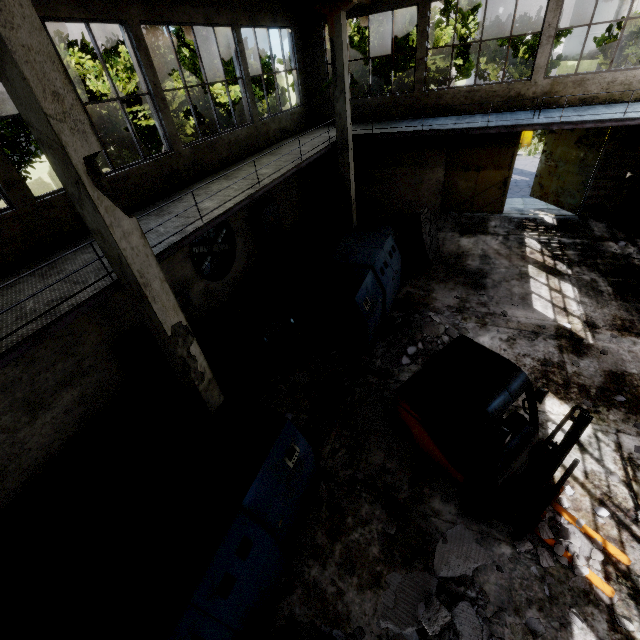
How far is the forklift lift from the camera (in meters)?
4.33

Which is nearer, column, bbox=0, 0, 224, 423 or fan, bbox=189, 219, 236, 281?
column, bbox=0, 0, 224, 423

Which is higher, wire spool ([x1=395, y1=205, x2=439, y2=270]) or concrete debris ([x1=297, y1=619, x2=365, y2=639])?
wire spool ([x1=395, y1=205, x2=439, y2=270])

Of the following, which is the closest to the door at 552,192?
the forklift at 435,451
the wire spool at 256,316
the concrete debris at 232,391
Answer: the forklift at 435,451

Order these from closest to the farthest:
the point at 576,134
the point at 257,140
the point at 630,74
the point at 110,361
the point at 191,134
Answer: the point at 110,361 < the point at 630,74 < the point at 257,140 < the point at 576,134 < the point at 191,134

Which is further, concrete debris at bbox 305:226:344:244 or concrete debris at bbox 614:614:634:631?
concrete debris at bbox 305:226:344:244

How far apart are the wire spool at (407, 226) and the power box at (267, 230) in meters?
4.7 m

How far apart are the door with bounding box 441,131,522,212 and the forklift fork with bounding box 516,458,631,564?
12.6m
